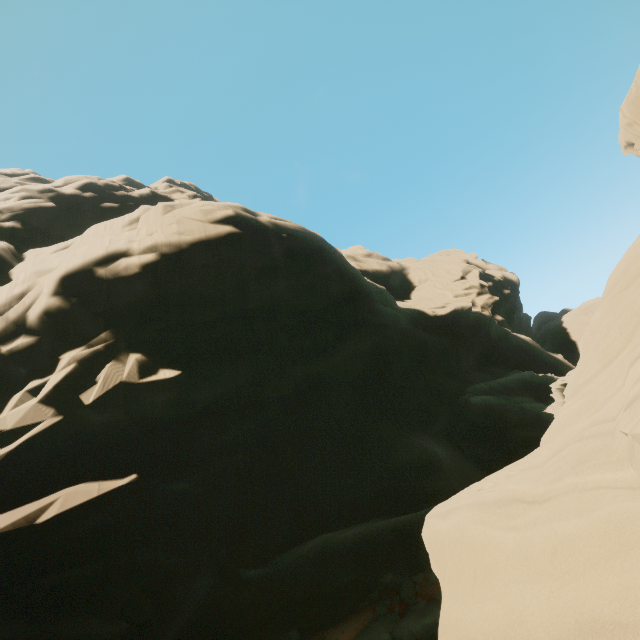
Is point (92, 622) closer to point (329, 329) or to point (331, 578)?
point (331, 578)

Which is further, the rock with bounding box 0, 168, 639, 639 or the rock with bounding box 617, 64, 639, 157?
the rock with bounding box 617, 64, 639, 157

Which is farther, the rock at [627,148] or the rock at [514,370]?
the rock at [627,148]
